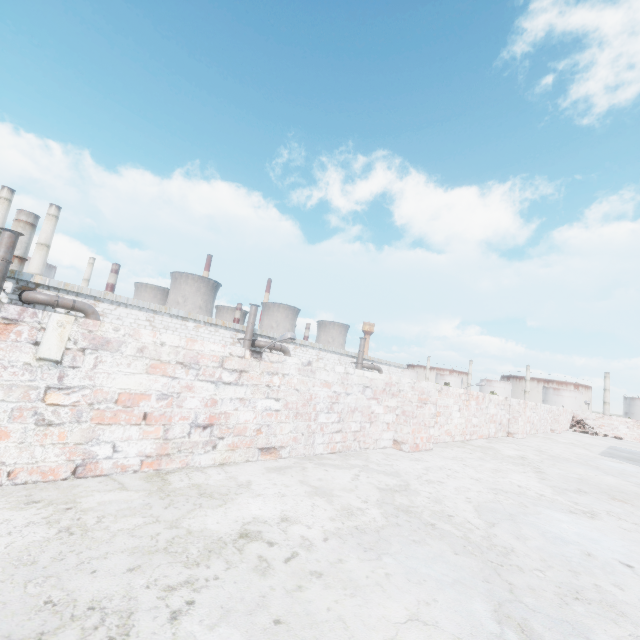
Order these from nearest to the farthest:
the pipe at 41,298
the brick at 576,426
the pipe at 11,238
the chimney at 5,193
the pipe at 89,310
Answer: the brick at 576,426
the pipe at 11,238
the pipe at 41,298
the pipe at 89,310
the chimney at 5,193

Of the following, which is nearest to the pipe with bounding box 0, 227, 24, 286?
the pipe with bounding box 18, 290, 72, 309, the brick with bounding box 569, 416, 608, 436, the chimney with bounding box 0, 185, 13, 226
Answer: the pipe with bounding box 18, 290, 72, 309

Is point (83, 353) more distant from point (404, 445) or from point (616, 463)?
point (616, 463)

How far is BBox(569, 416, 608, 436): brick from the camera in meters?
11.8

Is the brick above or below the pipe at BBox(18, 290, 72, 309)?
below

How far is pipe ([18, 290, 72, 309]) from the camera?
15.3 meters

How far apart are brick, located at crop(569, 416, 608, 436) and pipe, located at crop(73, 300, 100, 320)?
21.9 meters

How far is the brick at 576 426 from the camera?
11.76m
